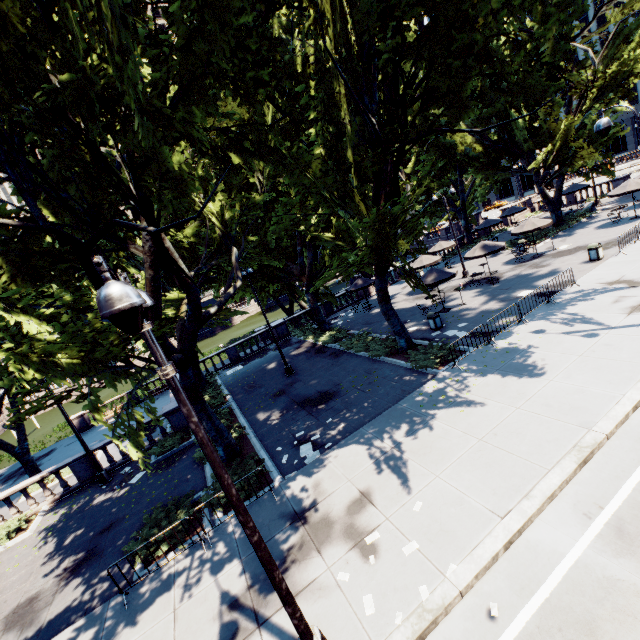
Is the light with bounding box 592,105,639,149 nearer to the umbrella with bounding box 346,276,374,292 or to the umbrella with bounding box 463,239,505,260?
the umbrella with bounding box 463,239,505,260

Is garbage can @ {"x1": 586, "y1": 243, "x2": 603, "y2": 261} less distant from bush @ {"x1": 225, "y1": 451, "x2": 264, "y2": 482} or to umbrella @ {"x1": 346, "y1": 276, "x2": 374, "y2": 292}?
umbrella @ {"x1": 346, "y1": 276, "x2": 374, "y2": 292}

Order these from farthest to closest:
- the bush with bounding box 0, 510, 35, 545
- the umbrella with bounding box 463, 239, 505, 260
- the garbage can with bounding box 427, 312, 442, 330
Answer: the umbrella with bounding box 463, 239, 505, 260 → the garbage can with bounding box 427, 312, 442, 330 → the bush with bounding box 0, 510, 35, 545

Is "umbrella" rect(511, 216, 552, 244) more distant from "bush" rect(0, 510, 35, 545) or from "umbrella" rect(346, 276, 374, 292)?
"bush" rect(0, 510, 35, 545)

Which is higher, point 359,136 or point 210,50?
point 210,50

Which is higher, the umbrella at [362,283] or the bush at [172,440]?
the umbrella at [362,283]

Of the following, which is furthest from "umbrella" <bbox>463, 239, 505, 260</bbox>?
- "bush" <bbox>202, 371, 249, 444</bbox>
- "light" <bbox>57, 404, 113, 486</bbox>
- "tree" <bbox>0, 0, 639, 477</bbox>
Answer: "light" <bbox>57, 404, 113, 486</bbox>

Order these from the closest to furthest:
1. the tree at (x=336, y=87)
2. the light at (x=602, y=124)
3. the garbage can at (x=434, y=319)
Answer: the tree at (x=336, y=87), the light at (x=602, y=124), the garbage can at (x=434, y=319)
